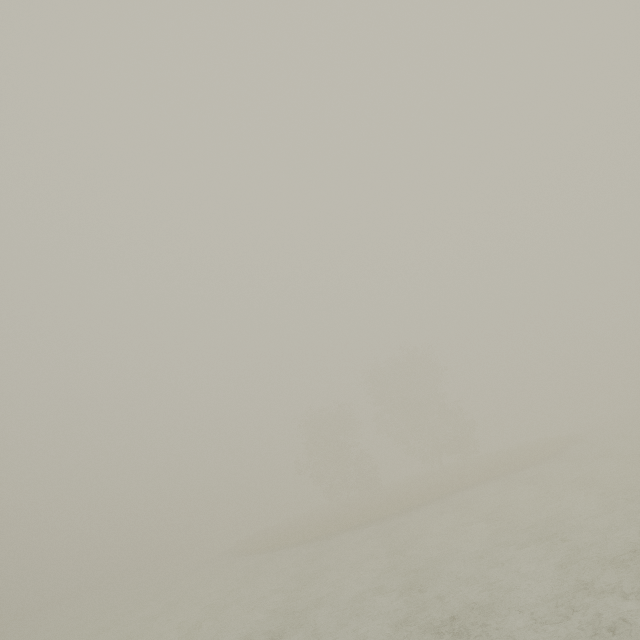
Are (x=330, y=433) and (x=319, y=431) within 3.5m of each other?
yes
